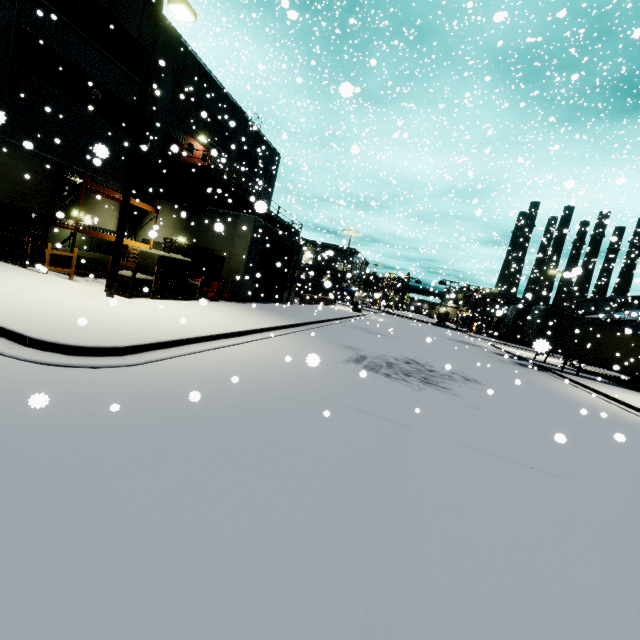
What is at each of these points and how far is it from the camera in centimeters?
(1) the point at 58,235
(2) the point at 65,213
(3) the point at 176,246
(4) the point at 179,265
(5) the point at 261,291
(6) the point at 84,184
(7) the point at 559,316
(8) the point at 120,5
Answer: (1) building, 1627cm
(2) building, 1619cm
(3) pallet, 1798cm
(4) concrete block, 1346cm
(5) roll-up door, 2192cm
(6) shelf, 1478cm
(7) semi trailer, 2234cm
(8) vent, 1617cm

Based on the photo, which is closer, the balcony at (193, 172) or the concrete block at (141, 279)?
the concrete block at (141, 279)

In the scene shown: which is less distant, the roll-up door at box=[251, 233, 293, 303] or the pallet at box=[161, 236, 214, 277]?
the pallet at box=[161, 236, 214, 277]

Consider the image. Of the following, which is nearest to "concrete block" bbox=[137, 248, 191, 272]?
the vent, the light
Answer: the light

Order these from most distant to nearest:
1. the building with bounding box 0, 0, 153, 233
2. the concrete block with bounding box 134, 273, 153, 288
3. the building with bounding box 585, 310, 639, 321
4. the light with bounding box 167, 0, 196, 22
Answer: the building with bounding box 0, 0, 153, 233 → the building with bounding box 585, 310, 639, 321 → the concrete block with bounding box 134, 273, 153, 288 → the light with bounding box 167, 0, 196, 22

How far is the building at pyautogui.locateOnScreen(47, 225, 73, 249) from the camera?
15.8m

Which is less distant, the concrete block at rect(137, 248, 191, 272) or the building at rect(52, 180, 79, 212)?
the concrete block at rect(137, 248, 191, 272)

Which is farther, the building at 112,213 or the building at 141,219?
the building at 141,219
